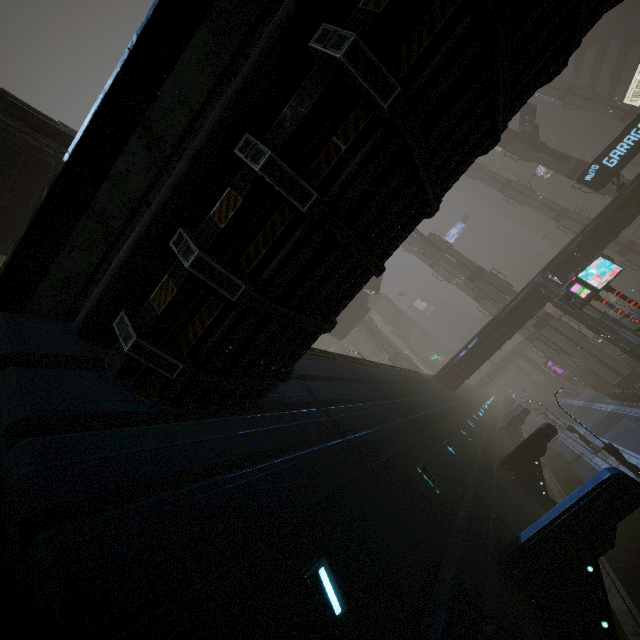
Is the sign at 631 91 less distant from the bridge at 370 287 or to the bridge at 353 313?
the bridge at 353 313

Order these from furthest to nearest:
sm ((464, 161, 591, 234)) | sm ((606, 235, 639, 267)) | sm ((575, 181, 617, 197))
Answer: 1. sm ((464, 161, 591, 234))
2. sm ((606, 235, 639, 267))
3. sm ((575, 181, 617, 197))

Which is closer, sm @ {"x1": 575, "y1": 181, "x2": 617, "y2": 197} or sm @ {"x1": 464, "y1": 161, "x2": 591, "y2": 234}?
sm @ {"x1": 575, "y1": 181, "x2": 617, "y2": 197}

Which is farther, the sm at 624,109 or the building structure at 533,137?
the sm at 624,109

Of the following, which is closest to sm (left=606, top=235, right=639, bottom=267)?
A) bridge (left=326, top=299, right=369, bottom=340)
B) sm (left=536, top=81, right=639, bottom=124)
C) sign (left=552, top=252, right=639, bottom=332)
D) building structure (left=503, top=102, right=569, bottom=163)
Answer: building structure (left=503, top=102, right=569, bottom=163)

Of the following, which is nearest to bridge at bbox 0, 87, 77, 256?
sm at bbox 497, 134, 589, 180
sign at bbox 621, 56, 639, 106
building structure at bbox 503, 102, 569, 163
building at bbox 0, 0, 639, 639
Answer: sm at bbox 497, 134, 589, 180

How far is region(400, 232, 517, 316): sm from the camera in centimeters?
3841cm

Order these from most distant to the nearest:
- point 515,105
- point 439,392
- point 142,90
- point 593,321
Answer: point 593,321
point 439,392
point 515,105
point 142,90
